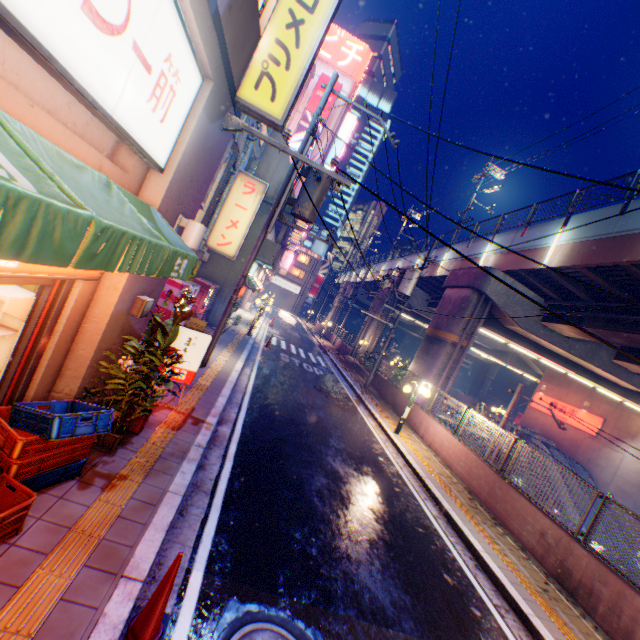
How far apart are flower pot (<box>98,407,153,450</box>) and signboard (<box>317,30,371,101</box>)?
43.9 meters

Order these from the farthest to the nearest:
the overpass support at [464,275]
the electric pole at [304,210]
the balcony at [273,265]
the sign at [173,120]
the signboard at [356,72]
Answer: the signboard at [356,72]
the overpass support at [464,275]
the balcony at [273,265]
the electric pole at [304,210]
the sign at [173,120]

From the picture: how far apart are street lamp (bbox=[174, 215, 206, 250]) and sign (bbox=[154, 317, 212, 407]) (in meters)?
2.02

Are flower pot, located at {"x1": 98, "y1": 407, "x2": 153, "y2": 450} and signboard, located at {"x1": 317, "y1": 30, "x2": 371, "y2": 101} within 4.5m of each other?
no

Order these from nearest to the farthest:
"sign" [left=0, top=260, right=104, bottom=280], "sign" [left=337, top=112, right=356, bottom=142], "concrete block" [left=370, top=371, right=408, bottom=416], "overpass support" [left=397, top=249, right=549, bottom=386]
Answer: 1. "sign" [left=0, top=260, right=104, bottom=280]
2. "concrete block" [left=370, top=371, right=408, bottom=416]
3. "overpass support" [left=397, top=249, right=549, bottom=386]
4. "sign" [left=337, top=112, right=356, bottom=142]

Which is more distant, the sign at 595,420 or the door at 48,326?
the sign at 595,420

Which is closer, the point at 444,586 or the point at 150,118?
the point at 150,118

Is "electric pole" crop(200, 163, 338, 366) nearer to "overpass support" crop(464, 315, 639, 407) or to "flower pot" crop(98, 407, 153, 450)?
"overpass support" crop(464, 315, 639, 407)
